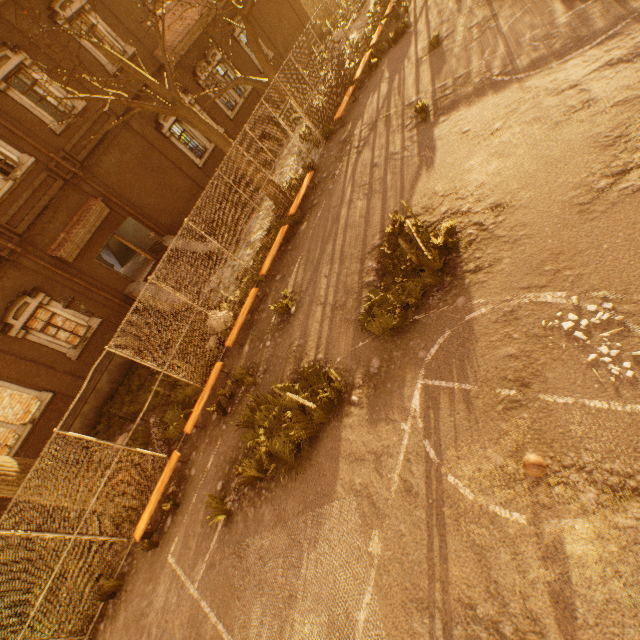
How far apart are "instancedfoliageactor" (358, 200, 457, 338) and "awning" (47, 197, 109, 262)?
13.17m

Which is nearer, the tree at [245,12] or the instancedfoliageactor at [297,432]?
the instancedfoliageactor at [297,432]

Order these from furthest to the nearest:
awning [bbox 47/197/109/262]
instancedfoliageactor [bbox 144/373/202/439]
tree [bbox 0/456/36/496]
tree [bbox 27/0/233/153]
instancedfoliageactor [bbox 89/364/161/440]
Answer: awning [bbox 47/197/109/262] → instancedfoliageactor [bbox 89/364/161/440] → instancedfoliageactor [bbox 144/373/202/439] → tree [bbox 27/0/233/153] → tree [bbox 0/456/36/496]

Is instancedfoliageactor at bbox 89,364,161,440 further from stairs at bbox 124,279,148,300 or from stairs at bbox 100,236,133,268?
stairs at bbox 100,236,133,268

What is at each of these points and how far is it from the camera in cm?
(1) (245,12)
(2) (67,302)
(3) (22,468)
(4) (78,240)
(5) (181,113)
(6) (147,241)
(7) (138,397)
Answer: (1) tree, 1053
(2) street light, 1042
(3) tree, 734
(4) awning, 1357
(5) tree, 1012
(6) door, 1504
(7) instancedfoliageactor, 1242

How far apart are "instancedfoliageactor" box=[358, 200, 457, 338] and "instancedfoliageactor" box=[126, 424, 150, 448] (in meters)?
8.30

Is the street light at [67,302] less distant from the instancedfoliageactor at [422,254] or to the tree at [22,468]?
the tree at [22,468]

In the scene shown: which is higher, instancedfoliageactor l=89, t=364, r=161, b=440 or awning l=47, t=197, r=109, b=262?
awning l=47, t=197, r=109, b=262
